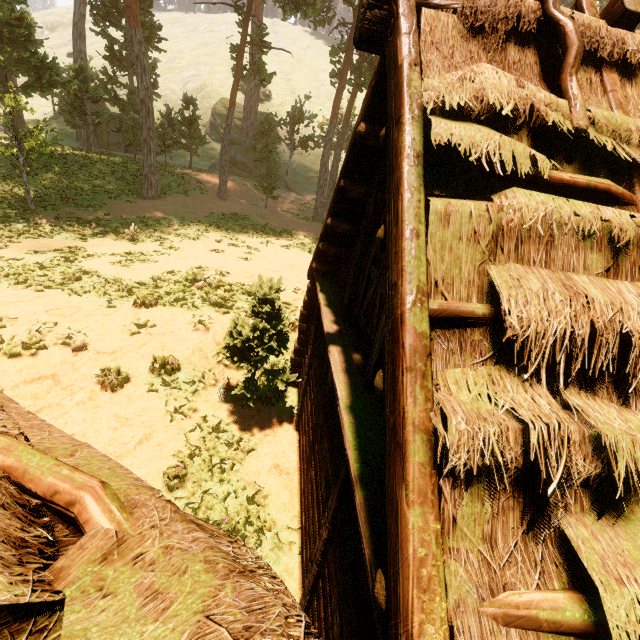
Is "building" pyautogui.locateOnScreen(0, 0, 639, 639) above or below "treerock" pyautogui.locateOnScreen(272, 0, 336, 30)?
below

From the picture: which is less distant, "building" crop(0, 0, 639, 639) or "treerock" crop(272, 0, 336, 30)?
"building" crop(0, 0, 639, 639)

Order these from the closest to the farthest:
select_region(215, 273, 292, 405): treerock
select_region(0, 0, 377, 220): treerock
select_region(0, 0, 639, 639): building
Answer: select_region(0, 0, 639, 639): building → select_region(215, 273, 292, 405): treerock → select_region(0, 0, 377, 220): treerock

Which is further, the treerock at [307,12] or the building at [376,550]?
the treerock at [307,12]

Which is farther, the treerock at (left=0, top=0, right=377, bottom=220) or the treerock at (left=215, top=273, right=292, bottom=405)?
the treerock at (left=0, top=0, right=377, bottom=220)

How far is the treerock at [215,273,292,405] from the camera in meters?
7.0 m

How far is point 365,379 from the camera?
3.9 meters

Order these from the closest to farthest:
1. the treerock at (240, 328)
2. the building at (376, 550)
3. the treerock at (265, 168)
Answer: the building at (376, 550), the treerock at (240, 328), the treerock at (265, 168)
